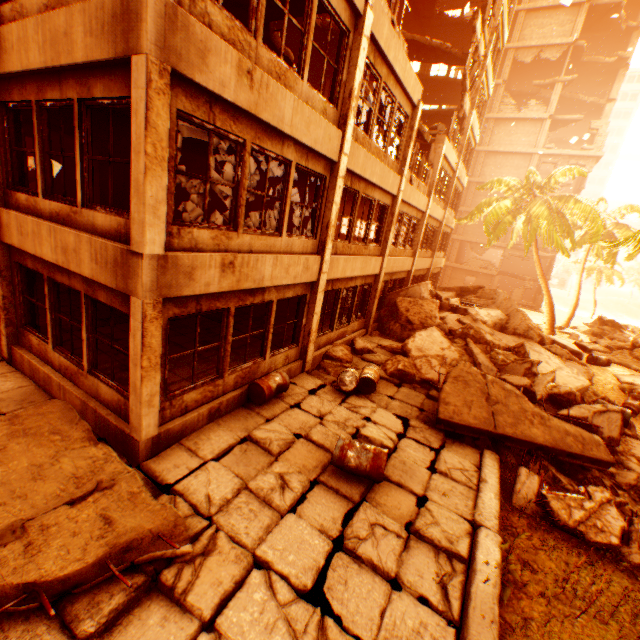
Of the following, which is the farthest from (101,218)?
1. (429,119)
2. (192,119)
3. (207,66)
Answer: (429,119)

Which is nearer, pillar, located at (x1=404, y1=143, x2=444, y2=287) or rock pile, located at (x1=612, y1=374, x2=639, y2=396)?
rock pile, located at (x1=612, y1=374, x2=639, y2=396)

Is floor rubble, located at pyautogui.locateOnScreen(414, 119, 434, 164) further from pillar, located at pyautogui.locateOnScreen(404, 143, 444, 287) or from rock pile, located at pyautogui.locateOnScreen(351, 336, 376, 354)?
rock pile, located at pyautogui.locateOnScreen(351, 336, 376, 354)

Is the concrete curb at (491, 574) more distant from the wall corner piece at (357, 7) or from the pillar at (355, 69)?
the wall corner piece at (357, 7)

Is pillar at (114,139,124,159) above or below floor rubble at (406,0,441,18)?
below

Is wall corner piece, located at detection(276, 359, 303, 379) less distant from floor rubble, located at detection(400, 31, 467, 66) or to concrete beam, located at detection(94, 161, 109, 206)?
concrete beam, located at detection(94, 161, 109, 206)

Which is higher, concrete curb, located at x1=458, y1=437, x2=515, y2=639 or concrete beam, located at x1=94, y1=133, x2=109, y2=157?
concrete beam, located at x1=94, y1=133, x2=109, y2=157

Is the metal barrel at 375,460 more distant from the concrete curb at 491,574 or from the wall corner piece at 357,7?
the wall corner piece at 357,7
